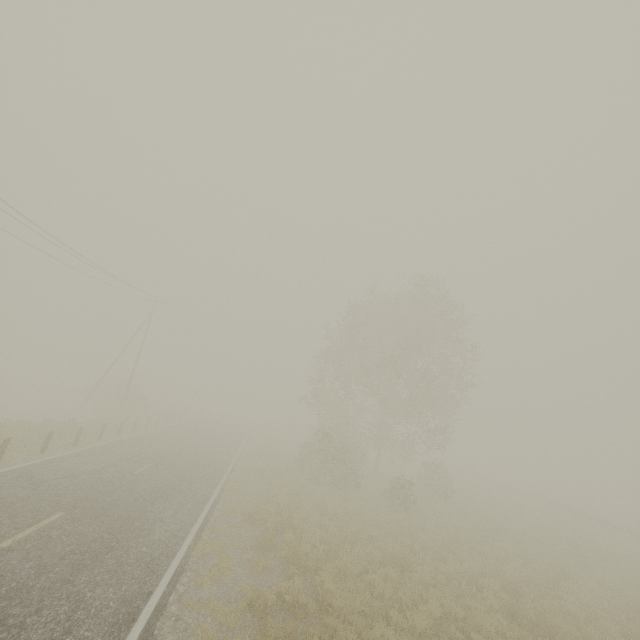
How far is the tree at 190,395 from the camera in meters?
57.9

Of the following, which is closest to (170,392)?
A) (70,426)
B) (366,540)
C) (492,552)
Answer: (70,426)

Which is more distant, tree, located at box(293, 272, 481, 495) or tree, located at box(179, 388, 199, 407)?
tree, located at box(179, 388, 199, 407)

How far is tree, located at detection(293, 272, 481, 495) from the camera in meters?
23.7

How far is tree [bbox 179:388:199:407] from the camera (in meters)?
57.94

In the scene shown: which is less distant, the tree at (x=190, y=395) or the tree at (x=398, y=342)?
the tree at (x=398, y=342)
